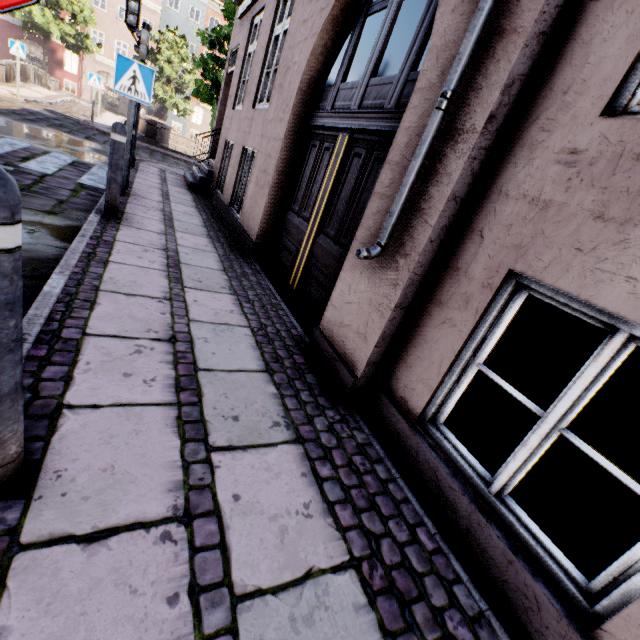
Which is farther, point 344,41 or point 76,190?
point 76,190

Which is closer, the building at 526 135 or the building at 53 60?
the building at 526 135

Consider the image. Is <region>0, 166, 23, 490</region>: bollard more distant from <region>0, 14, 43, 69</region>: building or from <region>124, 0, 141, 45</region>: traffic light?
<region>124, 0, 141, 45</region>: traffic light

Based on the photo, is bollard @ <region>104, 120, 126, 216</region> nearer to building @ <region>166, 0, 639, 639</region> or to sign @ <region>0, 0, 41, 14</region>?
building @ <region>166, 0, 639, 639</region>

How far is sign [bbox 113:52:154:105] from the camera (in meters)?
4.60

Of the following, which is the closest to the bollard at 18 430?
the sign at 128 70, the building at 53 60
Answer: the building at 53 60

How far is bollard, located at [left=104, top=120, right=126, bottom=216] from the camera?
3.9m

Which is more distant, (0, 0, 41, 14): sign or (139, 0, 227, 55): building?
(139, 0, 227, 55): building
